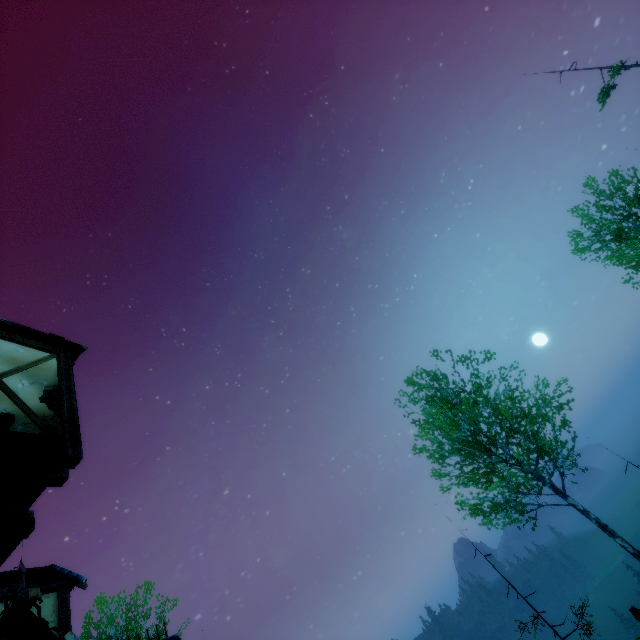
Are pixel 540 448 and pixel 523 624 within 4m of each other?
no

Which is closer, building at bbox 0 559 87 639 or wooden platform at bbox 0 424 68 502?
building at bbox 0 559 87 639

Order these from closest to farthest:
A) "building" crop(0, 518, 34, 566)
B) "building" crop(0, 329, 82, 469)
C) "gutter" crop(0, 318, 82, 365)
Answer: "building" crop(0, 329, 82, 469)
"building" crop(0, 518, 34, 566)
"gutter" crop(0, 318, 82, 365)

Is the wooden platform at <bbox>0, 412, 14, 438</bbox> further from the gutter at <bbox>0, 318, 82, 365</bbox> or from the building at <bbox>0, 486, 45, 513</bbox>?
the gutter at <bbox>0, 318, 82, 365</bbox>

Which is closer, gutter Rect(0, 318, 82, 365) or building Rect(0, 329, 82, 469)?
building Rect(0, 329, 82, 469)

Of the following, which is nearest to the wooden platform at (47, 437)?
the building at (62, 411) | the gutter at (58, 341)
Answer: the building at (62, 411)

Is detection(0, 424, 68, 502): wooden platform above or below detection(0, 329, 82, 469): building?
below
